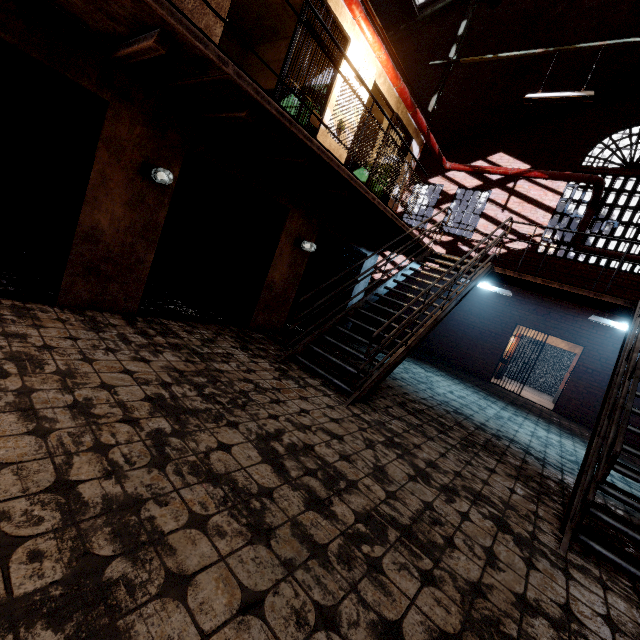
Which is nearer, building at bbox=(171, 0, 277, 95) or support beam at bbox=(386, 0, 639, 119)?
building at bbox=(171, 0, 277, 95)

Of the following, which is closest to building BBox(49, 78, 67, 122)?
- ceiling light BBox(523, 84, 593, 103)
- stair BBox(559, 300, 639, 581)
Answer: stair BBox(559, 300, 639, 581)

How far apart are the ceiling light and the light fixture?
7.3 meters

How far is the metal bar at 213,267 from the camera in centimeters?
446cm

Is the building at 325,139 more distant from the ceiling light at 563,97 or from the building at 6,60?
the ceiling light at 563,97

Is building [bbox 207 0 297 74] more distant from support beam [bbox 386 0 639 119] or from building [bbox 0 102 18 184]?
building [bbox 0 102 18 184]

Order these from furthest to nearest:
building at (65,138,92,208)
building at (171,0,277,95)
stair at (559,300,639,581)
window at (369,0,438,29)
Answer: window at (369,0,438,29), building at (65,138,92,208), building at (171,0,277,95), stair at (559,300,639,581)

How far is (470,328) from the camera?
12.6 meters
